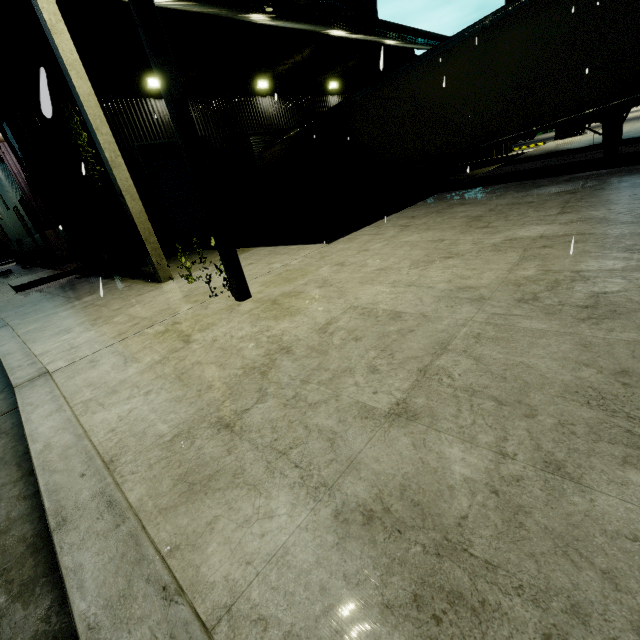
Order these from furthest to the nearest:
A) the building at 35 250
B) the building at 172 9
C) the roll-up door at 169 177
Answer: the roll-up door at 169 177, the building at 172 9, the building at 35 250

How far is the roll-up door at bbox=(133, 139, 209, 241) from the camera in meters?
11.9 m

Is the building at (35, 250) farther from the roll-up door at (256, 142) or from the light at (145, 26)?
the light at (145, 26)

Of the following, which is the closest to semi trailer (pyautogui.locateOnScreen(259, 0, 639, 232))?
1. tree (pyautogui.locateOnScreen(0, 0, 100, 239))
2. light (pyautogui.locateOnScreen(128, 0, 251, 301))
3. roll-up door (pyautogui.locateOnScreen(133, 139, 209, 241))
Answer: tree (pyautogui.locateOnScreen(0, 0, 100, 239))

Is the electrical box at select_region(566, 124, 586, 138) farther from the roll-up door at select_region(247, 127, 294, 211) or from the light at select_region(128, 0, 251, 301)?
the light at select_region(128, 0, 251, 301)

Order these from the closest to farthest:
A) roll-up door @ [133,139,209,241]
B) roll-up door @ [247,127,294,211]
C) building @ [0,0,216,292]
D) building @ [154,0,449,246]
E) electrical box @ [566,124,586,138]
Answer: building @ [0,0,216,292] → building @ [154,0,449,246] → roll-up door @ [133,139,209,241] → roll-up door @ [247,127,294,211] → electrical box @ [566,124,586,138]

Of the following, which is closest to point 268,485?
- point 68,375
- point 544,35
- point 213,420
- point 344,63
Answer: point 213,420

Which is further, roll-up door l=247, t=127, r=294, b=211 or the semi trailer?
roll-up door l=247, t=127, r=294, b=211
